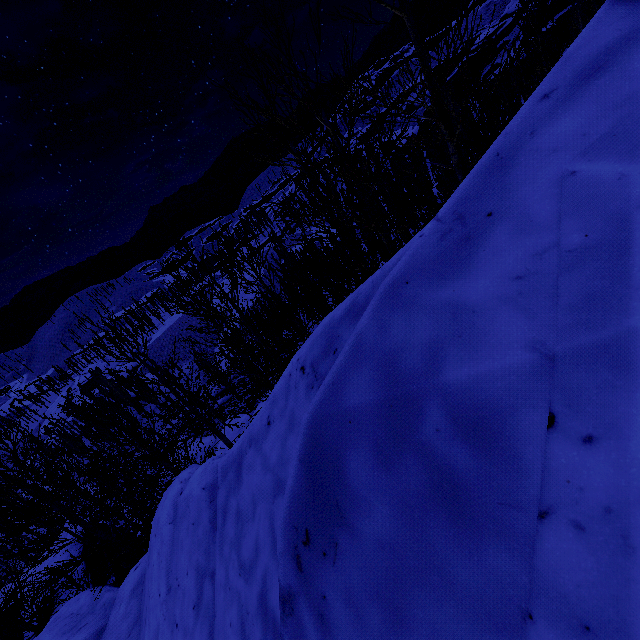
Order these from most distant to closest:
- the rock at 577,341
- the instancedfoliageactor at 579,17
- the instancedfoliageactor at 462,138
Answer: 1. the instancedfoliageactor at 579,17
2. the instancedfoliageactor at 462,138
3. the rock at 577,341

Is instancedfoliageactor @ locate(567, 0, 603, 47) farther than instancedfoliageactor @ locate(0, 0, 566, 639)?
Yes

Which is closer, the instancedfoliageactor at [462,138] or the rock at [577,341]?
the rock at [577,341]

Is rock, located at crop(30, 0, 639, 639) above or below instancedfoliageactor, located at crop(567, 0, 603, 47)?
above

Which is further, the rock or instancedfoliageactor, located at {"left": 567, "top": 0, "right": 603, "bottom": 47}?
instancedfoliageactor, located at {"left": 567, "top": 0, "right": 603, "bottom": 47}

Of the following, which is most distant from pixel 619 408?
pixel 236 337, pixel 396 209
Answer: pixel 236 337

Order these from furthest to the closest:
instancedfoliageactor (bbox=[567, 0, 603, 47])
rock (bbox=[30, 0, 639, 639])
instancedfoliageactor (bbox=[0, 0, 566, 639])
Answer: instancedfoliageactor (bbox=[567, 0, 603, 47]), instancedfoliageactor (bbox=[0, 0, 566, 639]), rock (bbox=[30, 0, 639, 639])
